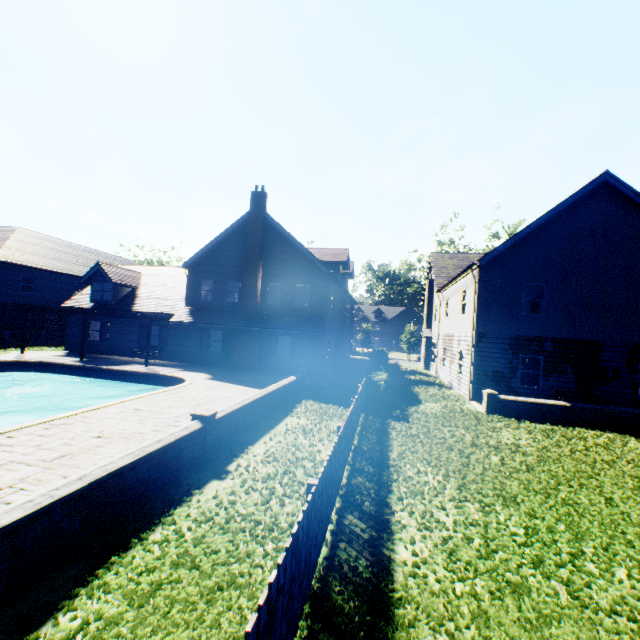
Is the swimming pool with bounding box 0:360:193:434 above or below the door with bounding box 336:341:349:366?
below

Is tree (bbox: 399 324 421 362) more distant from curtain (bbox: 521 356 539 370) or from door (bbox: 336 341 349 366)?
door (bbox: 336 341 349 366)

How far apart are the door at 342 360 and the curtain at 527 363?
13.70m

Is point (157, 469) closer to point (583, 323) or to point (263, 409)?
point (263, 409)

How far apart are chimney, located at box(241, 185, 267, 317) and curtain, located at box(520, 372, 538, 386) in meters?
15.2

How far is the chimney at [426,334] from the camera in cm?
2981

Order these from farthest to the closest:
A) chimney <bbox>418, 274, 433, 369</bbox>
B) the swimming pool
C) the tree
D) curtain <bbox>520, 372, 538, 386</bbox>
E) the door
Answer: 1. the tree
2. chimney <bbox>418, 274, 433, 369</bbox>
3. the door
4. curtain <bbox>520, 372, 538, 386</bbox>
5. the swimming pool
